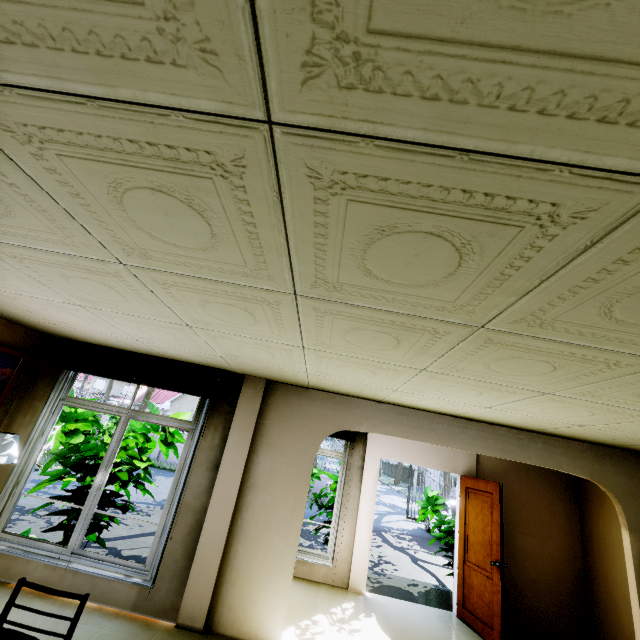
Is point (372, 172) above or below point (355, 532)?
above

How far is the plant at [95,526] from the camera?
4.3m

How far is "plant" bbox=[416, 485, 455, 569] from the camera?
6.2 meters

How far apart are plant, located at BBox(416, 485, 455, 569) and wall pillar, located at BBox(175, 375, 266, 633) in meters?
4.4

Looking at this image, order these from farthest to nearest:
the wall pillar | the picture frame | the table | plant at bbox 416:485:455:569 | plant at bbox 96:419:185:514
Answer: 1. plant at bbox 416:485:455:569
2. plant at bbox 96:419:185:514
3. the picture frame
4. the wall pillar
5. the table

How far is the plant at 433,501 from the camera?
6.2 meters

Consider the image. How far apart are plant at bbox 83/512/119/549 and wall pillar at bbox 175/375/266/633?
1.62m

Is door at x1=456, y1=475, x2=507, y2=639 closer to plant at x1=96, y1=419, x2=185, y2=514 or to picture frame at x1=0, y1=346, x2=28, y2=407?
plant at x1=96, y1=419, x2=185, y2=514
